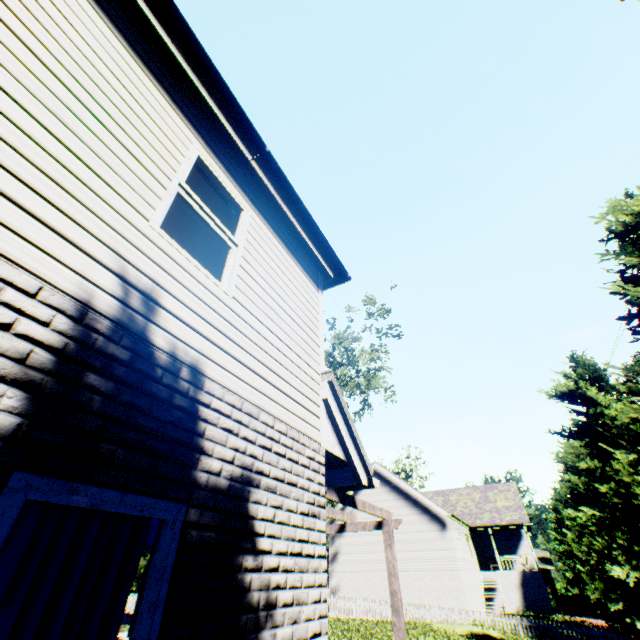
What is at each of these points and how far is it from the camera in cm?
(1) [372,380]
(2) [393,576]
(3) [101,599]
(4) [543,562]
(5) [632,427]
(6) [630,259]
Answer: (1) tree, 2334
(2) veranda, 557
(3) curtain, 190
(4) house, 4188
(5) tree, 953
(6) tree, 686

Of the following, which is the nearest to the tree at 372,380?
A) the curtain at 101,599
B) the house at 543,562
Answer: the house at 543,562

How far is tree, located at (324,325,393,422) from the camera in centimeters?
2367cm

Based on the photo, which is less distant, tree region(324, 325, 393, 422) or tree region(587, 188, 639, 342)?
tree region(587, 188, 639, 342)

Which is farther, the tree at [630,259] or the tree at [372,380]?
the tree at [372,380]

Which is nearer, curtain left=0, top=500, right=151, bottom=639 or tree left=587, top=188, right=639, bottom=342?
curtain left=0, top=500, right=151, bottom=639

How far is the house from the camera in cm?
4038

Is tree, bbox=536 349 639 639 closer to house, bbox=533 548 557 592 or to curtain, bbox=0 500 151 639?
house, bbox=533 548 557 592
